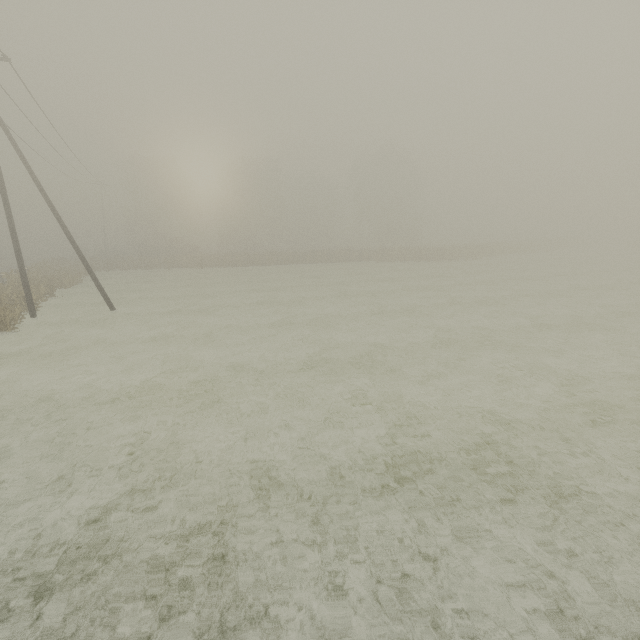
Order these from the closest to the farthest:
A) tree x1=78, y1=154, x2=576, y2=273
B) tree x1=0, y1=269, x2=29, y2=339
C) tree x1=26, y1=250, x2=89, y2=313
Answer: tree x1=0, y1=269, x2=29, y2=339 < tree x1=26, y1=250, x2=89, y2=313 < tree x1=78, y1=154, x2=576, y2=273

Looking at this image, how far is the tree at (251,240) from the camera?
41.5m

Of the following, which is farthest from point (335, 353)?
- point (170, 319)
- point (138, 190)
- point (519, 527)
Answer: point (138, 190)

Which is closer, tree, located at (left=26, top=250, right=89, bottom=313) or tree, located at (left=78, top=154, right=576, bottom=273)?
tree, located at (left=26, top=250, right=89, bottom=313)

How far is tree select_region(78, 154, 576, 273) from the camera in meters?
41.5 m

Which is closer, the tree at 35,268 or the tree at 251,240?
the tree at 35,268
